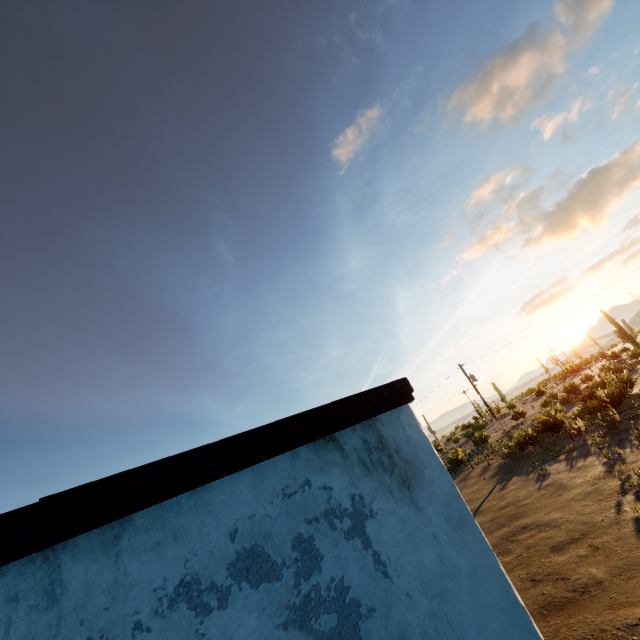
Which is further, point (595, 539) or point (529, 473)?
point (529, 473)
